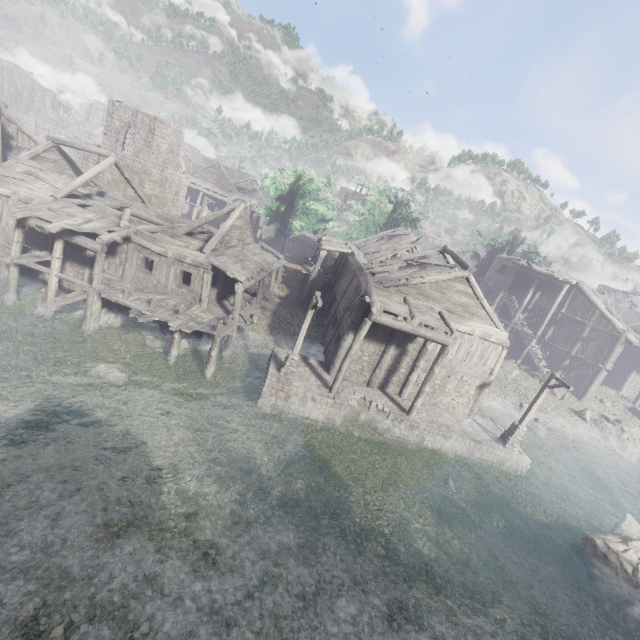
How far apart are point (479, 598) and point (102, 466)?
13.4 meters

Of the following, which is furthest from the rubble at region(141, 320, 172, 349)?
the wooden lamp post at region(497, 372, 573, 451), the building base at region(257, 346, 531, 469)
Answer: the wooden lamp post at region(497, 372, 573, 451)

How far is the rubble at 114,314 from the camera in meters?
18.5

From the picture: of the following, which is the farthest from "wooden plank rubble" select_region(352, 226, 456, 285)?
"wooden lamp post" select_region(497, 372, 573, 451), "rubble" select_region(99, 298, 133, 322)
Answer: "rubble" select_region(99, 298, 133, 322)

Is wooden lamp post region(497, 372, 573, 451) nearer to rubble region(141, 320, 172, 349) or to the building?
the building

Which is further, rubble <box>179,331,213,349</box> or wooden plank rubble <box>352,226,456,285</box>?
rubble <box>179,331,213,349</box>

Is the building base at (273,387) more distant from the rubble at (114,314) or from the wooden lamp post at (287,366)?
the rubble at (114,314)

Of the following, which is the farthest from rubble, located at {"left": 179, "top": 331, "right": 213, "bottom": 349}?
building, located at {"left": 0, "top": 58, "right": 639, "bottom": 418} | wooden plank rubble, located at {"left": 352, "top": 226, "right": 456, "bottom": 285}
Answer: wooden plank rubble, located at {"left": 352, "top": 226, "right": 456, "bottom": 285}
